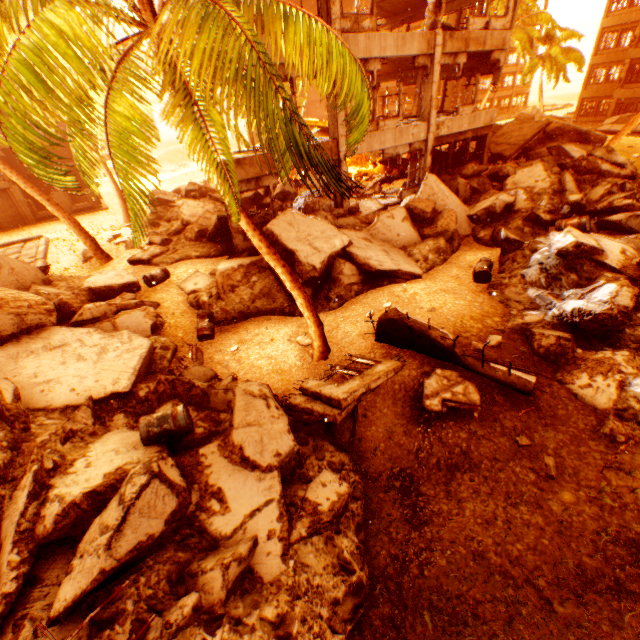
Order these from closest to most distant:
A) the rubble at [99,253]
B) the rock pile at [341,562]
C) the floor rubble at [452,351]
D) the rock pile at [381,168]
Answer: the rock pile at [341,562]
the floor rubble at [452,351]
the rubble at [99,253]
the rock pile at [381,168]

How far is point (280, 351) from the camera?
8.9m

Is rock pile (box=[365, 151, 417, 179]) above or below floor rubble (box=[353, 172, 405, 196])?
above

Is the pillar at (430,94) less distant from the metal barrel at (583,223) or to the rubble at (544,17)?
the rubble at (544,17)

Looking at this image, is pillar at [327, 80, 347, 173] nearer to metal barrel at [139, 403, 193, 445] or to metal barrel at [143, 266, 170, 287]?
metal barrel at [143, 266, 170, 287]

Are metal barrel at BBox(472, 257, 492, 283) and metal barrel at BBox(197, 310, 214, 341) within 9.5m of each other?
yes

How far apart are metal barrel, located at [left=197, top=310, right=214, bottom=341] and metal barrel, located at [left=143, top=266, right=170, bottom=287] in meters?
2.3 m

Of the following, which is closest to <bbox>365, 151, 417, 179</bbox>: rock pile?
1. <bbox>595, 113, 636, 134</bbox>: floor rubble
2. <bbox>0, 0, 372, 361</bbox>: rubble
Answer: <bbox>0, 0, 372, 361</bbox>: rubble
